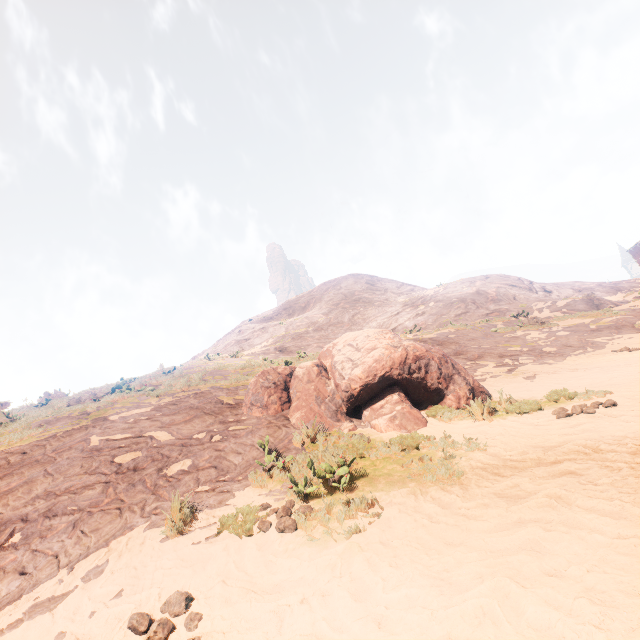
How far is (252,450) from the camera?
6.11m

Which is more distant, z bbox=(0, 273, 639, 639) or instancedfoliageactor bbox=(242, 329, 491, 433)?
instancedfoliageactor bbox=(242, 329, 491, 433)

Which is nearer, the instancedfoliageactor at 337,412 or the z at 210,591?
the z at 210,591

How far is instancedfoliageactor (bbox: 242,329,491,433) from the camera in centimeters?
664cm

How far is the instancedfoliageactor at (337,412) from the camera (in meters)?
6.64
